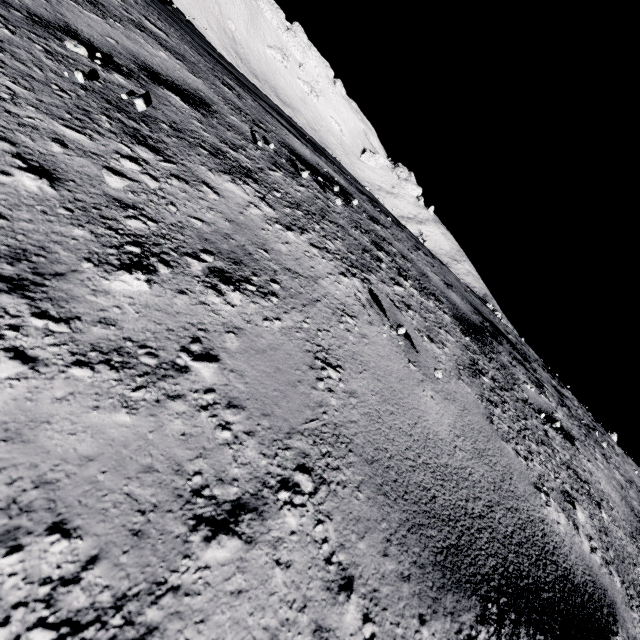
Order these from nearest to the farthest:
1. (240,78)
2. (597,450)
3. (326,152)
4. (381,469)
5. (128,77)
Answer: (381,469), (128,77), (597,450), (240,78), (326,152)
